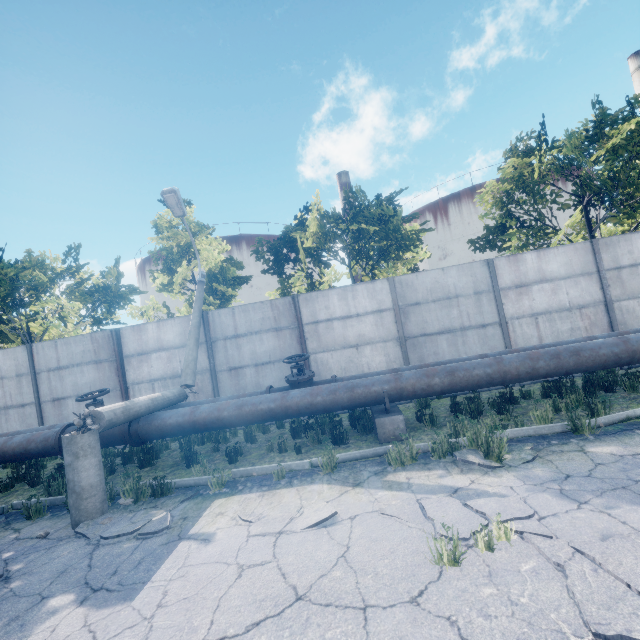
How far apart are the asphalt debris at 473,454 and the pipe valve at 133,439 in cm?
624

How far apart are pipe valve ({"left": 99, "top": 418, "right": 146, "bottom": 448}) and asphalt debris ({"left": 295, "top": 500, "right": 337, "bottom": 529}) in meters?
3.4

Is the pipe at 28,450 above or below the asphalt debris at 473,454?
above

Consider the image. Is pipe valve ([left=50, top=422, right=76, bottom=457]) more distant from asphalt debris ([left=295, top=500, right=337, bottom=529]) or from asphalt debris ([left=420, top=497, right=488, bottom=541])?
asphalt debris ([left=420, top=497, right=488, bottom=541])

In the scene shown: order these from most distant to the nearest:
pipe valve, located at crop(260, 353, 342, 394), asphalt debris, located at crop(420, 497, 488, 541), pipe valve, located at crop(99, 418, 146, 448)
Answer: pipe valve, located at crop(260, 353, 342, 394) → pipe valve, located at crop(99, 418, 146, 448) → asphalt debris, located at crop(420, 497, 488, 541)

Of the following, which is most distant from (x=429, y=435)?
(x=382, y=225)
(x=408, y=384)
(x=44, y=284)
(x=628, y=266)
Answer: (x=44, y=284)

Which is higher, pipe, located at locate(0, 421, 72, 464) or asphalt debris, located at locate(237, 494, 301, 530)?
pipe, located at locate(0, 421, 72, 464)

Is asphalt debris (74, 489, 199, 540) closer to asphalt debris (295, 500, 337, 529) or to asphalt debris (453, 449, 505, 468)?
asphalt debris (295, 500, 337, 529)
